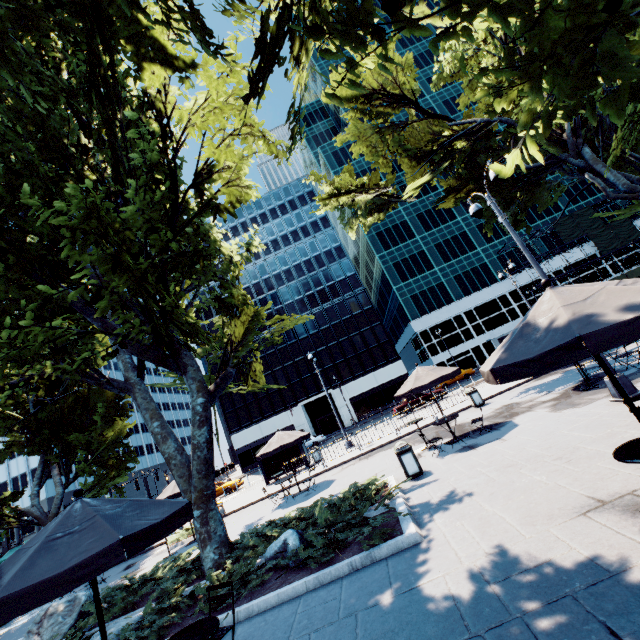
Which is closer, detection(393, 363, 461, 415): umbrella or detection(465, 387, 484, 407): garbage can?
detection(393, 363, 461, 415): umbrella

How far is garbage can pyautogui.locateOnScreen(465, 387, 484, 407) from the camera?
16.8 meters

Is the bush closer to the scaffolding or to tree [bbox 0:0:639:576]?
tree [bbox 0:0:639:576]

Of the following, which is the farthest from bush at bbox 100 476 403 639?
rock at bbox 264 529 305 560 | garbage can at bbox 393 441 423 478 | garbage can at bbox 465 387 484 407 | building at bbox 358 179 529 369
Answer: building at bbox 358 179 529 369

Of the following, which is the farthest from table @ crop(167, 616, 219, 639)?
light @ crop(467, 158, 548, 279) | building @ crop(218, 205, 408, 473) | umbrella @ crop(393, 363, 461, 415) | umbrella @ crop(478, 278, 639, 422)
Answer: building @ crop(218, 205, 408, 473)

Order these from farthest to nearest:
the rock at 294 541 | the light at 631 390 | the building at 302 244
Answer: the building at 302 244
the light at 631 390
the rock at 294 541

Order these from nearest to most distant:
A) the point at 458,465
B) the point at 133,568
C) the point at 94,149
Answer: the point at 458,465 < the point at 94,149 < the point at 133,568

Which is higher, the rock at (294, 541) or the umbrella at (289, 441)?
the umbrella at (289, 441)
